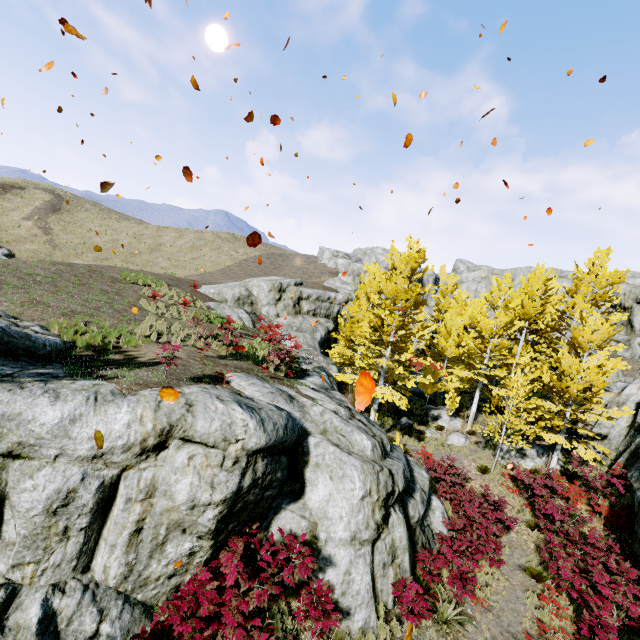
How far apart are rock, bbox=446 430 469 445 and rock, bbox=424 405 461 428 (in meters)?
1.13

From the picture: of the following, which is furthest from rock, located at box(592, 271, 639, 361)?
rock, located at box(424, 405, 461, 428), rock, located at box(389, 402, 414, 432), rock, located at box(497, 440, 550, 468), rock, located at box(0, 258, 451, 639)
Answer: rock, located at box(0, 258, 451, 639)

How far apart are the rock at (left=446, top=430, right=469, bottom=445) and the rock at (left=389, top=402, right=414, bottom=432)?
3.09m

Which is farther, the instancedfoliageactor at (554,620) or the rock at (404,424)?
the rock at (404,424)

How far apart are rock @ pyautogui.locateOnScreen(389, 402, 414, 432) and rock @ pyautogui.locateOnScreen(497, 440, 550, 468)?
5.47m

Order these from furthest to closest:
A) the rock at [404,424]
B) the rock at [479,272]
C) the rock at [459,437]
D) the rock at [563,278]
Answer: the rock at [479,272], the rock at [563,278], the rock at [404,424], the rock at [459,437]

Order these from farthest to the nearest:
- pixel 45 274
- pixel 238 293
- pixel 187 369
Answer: pixel 238 293 → pixel 45 274 → pixel 187 369

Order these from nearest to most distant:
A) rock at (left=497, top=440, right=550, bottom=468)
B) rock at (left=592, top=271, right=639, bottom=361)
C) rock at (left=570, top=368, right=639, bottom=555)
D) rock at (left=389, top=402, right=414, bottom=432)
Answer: rock at (left=570, top=368, right=639, bottom=555)
rock at (left=497, top=440, right=550, bottom=468)
rock at (left=389, top=402, right=414, bottom=432)
rock at (left=592, top=271, right=639, bottom=361)
